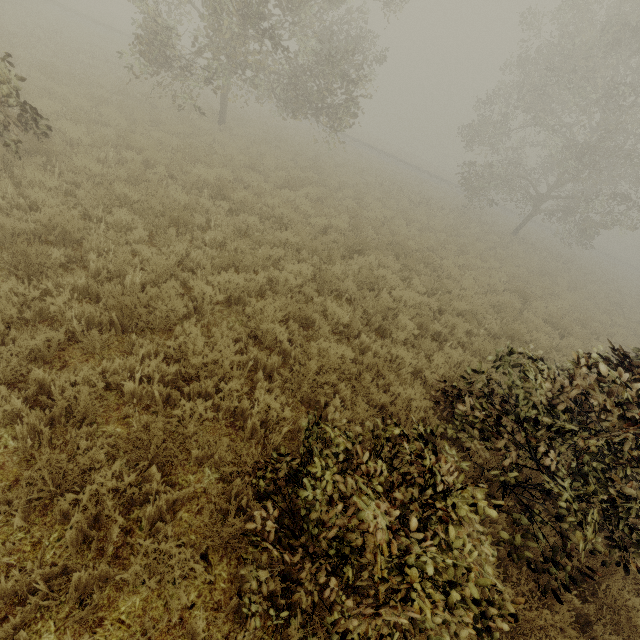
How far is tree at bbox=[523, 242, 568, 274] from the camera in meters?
20.6 m

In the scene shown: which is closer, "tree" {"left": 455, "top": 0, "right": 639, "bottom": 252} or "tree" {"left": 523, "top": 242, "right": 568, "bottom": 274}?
"tree" {"left": 455, "top": 0, "right": 639, "bottom": 252}

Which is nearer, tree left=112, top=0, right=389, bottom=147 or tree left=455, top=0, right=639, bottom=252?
tree left=112, top=0, right=389, bottom=147

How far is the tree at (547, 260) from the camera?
20.6 meters

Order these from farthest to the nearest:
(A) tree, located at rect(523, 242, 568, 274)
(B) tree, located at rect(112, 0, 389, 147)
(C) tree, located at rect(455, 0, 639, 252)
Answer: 1. (A) tree, located at rect(523, 242, 568, 274)
2. (C) tree, located at rect(455, 0, 639, 252)
3. (B) tree, located at rect(112, 0, 389, 147)

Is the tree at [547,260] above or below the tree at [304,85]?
below

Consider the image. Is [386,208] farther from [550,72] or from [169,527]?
[550,72]
